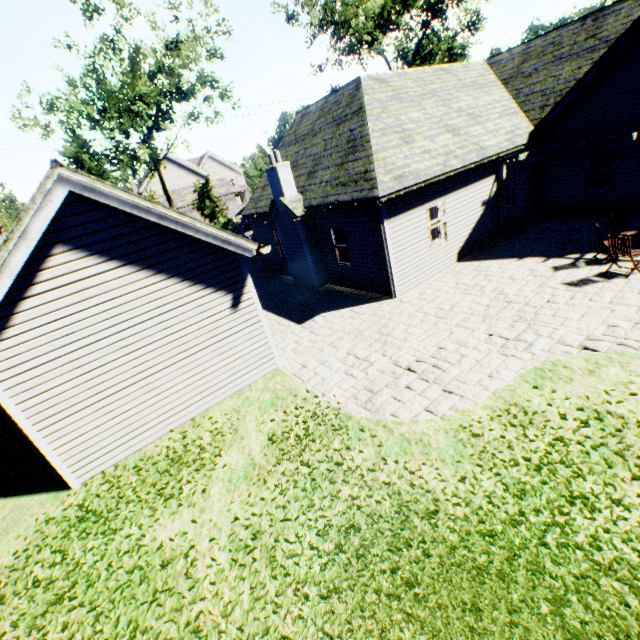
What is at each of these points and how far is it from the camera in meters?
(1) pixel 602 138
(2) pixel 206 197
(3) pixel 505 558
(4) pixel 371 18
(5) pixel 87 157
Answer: (1) veranda, 12.6 m
(2) tree, 36.5 m
(3) plant, 3.7 m
(4) tree, 27.1 m
(5) tree, 33.5 m

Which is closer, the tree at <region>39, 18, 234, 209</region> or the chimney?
the chimney

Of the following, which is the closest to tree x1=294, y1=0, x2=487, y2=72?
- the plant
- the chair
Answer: the plant

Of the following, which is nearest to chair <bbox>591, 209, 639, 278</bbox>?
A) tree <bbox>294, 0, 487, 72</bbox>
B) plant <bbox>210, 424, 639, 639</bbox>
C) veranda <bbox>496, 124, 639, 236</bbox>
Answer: veranda <bbox>496, 124, 639, 236</bbox>

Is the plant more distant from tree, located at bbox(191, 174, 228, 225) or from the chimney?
the chimney

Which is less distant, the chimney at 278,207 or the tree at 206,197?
the chimney at 278,207

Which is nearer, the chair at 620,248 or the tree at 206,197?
the chair at 620,248

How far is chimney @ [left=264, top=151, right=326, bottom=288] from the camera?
12.73m
